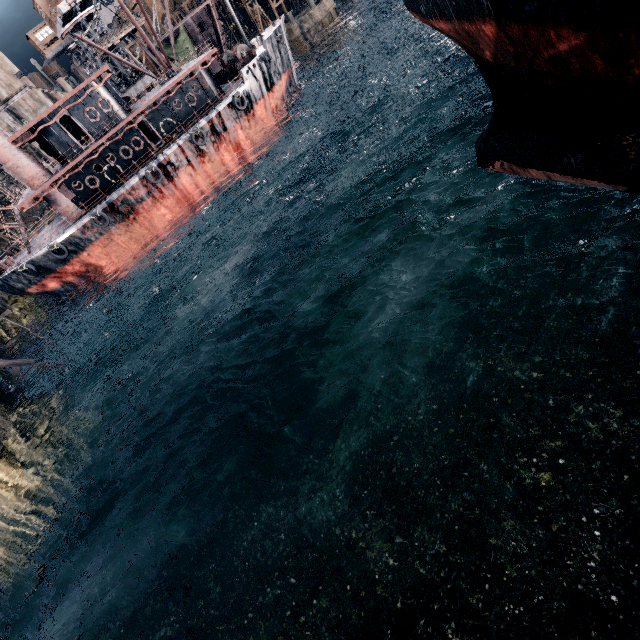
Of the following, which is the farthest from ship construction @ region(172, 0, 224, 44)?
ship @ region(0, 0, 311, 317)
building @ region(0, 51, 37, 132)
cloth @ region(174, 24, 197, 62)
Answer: ship @ region(0, 0, 311, 317)

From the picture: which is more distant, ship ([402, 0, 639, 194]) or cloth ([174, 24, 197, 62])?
cloth ([174, 24, 197, 62])

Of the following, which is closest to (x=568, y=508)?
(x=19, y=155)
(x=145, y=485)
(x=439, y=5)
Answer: (x=439, y=5)

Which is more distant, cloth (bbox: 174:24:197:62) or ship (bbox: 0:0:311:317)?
cloth (bbox: 174:24:197:62)

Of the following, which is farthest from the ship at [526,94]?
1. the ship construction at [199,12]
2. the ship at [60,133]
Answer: the ship construction at [199,12]

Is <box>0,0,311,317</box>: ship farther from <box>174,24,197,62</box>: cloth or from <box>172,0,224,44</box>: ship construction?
<box>172,0,224,44</box>: ship construction

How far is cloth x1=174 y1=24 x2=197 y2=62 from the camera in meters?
56.4 m

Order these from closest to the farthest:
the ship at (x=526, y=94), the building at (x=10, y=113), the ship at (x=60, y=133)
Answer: the ship at (x=526, y=94), the ship at (x=60, y=133), the building at (x=10, y=113)
